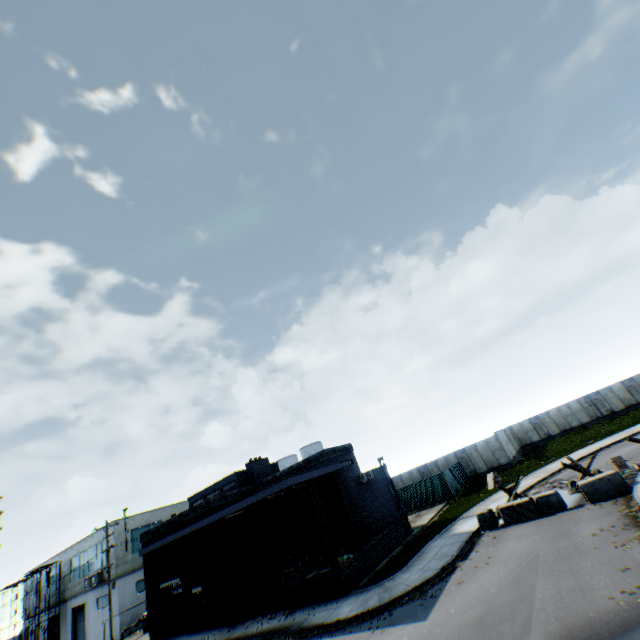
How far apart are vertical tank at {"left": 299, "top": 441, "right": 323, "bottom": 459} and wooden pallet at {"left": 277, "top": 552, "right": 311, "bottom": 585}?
33.6m

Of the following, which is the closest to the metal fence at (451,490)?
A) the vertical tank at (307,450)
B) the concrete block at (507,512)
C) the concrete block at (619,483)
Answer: the concrete block at (619,483)

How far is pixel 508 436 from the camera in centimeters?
4056cm

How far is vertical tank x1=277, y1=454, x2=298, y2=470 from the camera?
57.0m

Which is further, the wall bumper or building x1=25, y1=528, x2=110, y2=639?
building x1=25, y1=528, x2=110, y2=639

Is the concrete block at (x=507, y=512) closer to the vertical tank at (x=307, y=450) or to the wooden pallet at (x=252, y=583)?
the wooden pallet at (x=252, y=583)

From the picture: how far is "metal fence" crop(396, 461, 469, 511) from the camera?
30.5 meters

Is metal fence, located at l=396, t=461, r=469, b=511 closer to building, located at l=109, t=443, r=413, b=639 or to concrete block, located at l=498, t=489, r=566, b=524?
building, located at l=109, t=443, r=413, b=639
